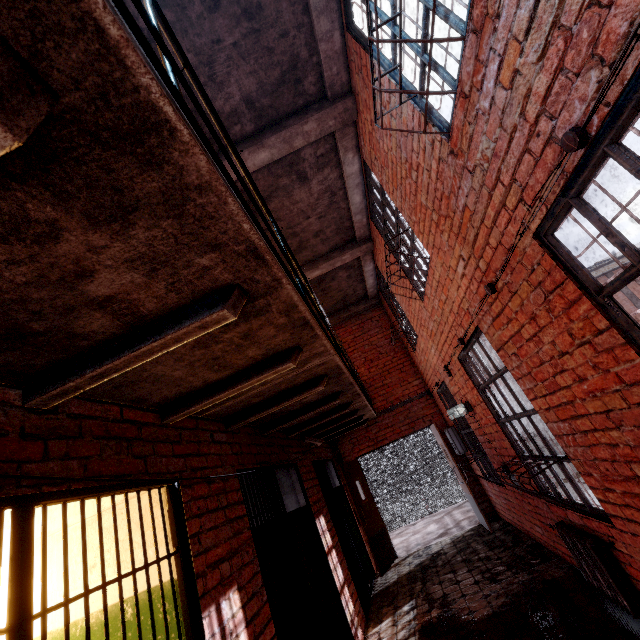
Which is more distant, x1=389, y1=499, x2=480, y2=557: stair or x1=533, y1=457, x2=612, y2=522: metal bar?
x1=389, y1=499, x2=480, y2=557: stair

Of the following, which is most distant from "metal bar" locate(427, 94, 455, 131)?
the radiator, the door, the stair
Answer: the stair

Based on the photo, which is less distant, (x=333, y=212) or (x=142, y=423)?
(x=142, y=423)

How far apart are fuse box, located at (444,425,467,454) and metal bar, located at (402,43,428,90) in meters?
6.4

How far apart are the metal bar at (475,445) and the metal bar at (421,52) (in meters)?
4.65

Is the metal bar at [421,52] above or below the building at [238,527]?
above

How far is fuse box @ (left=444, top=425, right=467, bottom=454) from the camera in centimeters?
702cm

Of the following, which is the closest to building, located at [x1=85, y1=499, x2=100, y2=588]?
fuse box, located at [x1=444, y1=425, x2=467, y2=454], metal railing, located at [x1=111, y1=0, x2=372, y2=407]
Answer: metal railing, located at [x1=111, y1=0, x2=372, y2=407]
